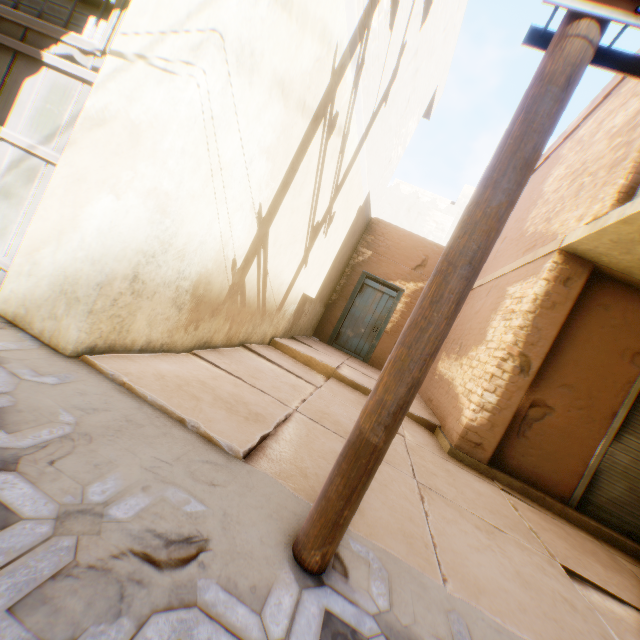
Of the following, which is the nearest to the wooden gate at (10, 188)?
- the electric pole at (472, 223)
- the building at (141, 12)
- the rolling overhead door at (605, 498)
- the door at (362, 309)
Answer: the building at (141, 12)

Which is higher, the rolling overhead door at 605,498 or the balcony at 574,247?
the balcony at 574,247

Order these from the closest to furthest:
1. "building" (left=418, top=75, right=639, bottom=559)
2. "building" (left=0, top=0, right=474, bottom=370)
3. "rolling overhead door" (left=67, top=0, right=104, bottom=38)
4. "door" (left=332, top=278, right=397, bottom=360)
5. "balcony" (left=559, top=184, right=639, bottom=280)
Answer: "building" (left=0, top=0, right=474, bottom=370)
"rolling overhead door" (left=67, top=0, right=104, bottom=38)
"balcony" (left=559, top=184, right=639, bottom=280)
"building" (left=418, top=75, right=639, bottom=559)
"door" (left=332, top=278, right=397, bottom=360)

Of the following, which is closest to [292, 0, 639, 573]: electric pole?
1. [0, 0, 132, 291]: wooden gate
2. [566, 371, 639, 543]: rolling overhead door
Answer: [566, 371, 639, 543]: rolling overhead door

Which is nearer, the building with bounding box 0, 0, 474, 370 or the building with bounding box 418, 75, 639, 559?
the building with bounding box 0, 0, 474, 370

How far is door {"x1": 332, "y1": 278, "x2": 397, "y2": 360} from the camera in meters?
9.7

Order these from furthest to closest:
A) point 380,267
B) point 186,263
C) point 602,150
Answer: point 380,267 → point 602,150 → point 186,263

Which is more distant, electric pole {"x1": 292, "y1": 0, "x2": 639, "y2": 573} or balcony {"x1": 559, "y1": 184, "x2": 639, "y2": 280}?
balcony {"x1": 559, "y1": 184, "x2": 639, "y2": 280}
